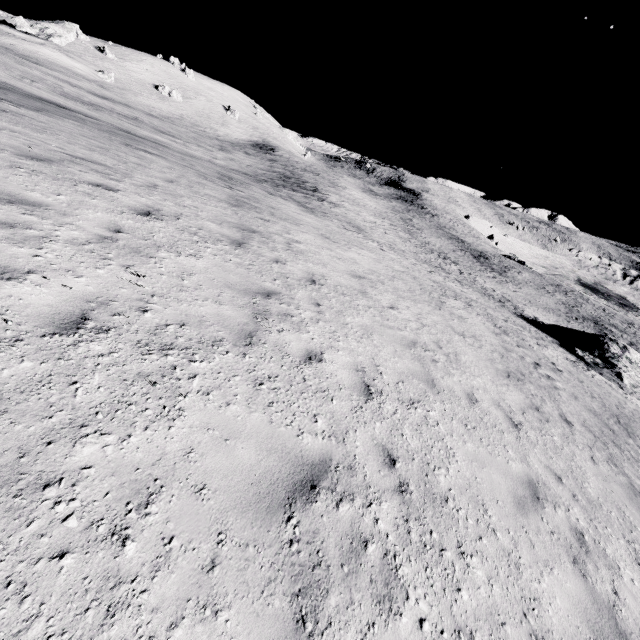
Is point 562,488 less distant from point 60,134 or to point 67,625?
point 67,625
